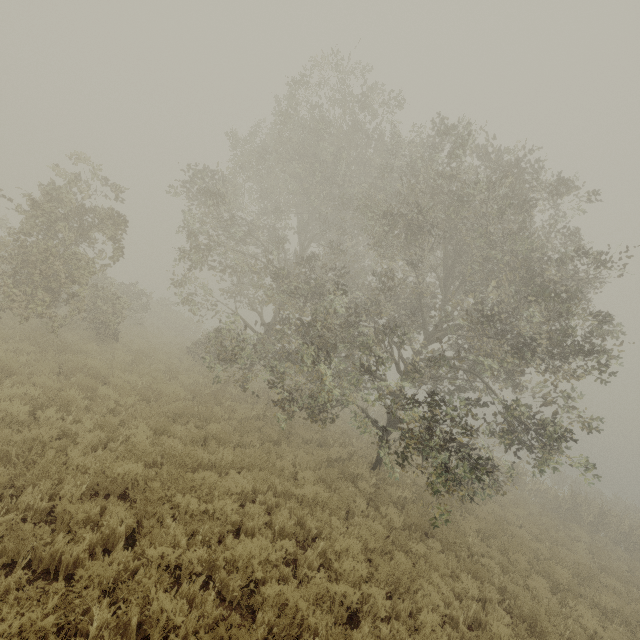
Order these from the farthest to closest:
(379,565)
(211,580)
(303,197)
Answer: (303,197) < (379,565) < (211,580)
